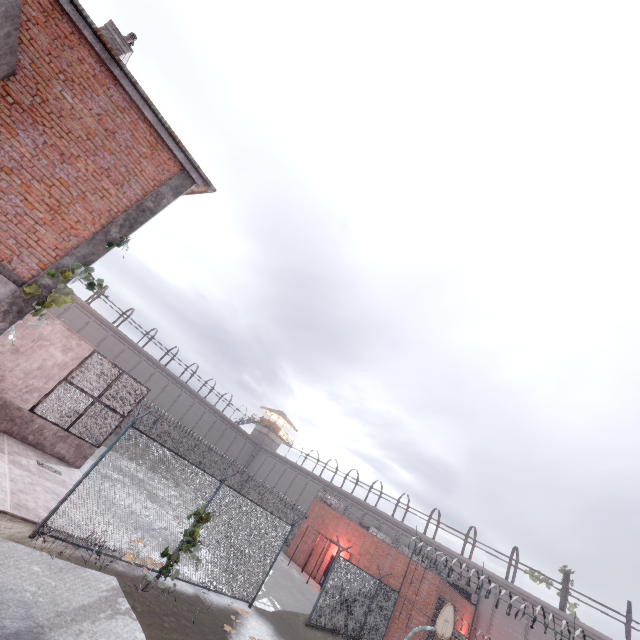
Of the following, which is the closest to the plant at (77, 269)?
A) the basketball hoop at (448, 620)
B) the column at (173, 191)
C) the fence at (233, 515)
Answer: the column at (173, 191)

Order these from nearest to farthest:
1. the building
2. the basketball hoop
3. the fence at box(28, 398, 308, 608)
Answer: the fence at box(28, 398, 308, 608)
the basketball hoop
the building

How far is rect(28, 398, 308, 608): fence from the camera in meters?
8.7

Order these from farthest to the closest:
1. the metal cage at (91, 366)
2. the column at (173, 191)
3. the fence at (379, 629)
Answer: the fence at (379, 629) → the metal cage at (91, 366) → the column at (173, 191)

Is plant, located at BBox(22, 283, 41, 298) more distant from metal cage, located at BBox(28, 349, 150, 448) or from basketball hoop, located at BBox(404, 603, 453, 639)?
basketball hoop, located at BBox(404, 603, 453, 639)

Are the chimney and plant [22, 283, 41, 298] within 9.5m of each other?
yes

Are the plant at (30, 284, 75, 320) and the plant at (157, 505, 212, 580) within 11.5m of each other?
yes

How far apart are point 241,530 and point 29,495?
6.2 meters
